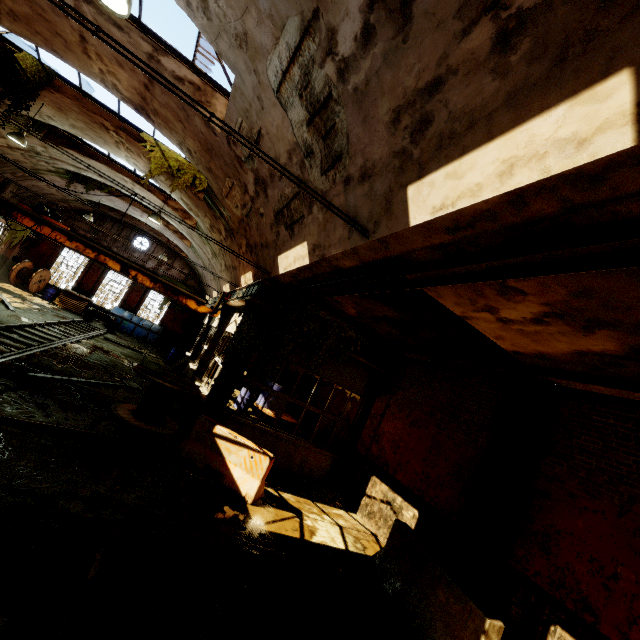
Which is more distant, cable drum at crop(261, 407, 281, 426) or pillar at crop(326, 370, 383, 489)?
cable drum at crop(261, 407, 281, 426)

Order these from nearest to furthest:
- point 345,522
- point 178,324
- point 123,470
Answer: point 123,470 < point 345,522 < point 178,324

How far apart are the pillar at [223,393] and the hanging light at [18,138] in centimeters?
964cm

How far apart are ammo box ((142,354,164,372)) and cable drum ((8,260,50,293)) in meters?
19.6

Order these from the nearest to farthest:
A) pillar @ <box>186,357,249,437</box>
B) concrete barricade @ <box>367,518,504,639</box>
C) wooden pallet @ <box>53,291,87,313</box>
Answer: concrete barricade @ <box>367,518,504,639</box>, pillar @ <box>186,357,249,437</box>, wooden pallet @ <box>53,291,87,313</box>

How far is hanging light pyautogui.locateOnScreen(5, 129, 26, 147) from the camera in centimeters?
1068cm

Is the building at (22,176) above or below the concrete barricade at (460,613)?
above

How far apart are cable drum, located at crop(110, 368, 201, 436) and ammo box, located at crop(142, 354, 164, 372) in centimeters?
35cm
